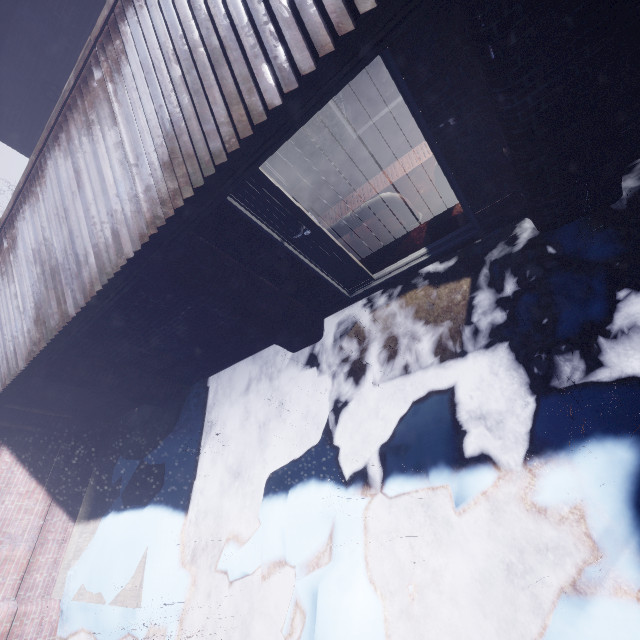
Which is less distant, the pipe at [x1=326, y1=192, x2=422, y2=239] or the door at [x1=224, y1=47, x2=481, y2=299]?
the door at [x1=224, y1=47, x2=481, y2=299]

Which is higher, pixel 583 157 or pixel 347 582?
pixel 583 157

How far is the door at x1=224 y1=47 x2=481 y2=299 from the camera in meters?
A: 2.5

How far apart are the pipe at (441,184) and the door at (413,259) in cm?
39

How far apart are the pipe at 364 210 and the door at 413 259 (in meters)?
0.38

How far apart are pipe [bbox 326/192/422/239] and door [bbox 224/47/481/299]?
0.4m

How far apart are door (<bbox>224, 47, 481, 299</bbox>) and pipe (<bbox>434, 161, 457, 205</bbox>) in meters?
0.4 m

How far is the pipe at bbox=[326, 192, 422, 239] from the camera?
3.54m
